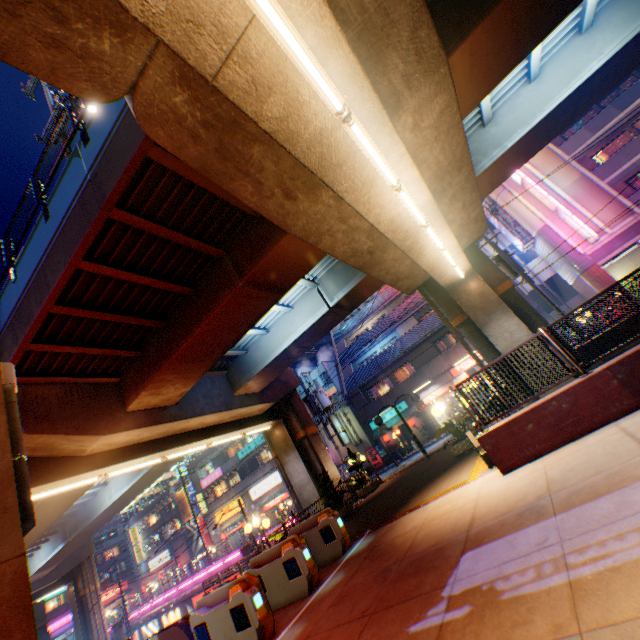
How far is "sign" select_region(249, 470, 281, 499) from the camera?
36.9m

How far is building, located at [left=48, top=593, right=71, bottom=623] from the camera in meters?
50.1

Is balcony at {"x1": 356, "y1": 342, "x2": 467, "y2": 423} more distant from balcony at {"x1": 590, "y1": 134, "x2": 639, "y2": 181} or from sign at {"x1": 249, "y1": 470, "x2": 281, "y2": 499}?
sign at {"x1": 249, "y1": 470, "x2": 281, "y2": 499}

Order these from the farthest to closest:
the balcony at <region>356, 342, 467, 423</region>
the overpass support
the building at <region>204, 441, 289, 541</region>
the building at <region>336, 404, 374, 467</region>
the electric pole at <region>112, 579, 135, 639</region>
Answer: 1. the building at <region>204, 441, 289, 541</region>
2. the building at <region>336, 404, 374, 467</region>
3. the electric pole at <region>112, 579, 135, 639</region>
4. the balcony at <region>356, 342, 467, 423</region>
5. the overpass support

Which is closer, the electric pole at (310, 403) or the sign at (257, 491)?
the electric pole at (310, 403)

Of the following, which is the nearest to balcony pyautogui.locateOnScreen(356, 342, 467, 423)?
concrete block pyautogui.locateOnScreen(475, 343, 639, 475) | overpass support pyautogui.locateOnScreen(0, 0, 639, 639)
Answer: overpass support pyautogui.locateOnScreen(0, 0, 639, 639)

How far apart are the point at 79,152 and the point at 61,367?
7.2m

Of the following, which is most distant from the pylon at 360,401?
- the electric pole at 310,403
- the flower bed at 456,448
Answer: the flower bed at 456,448
